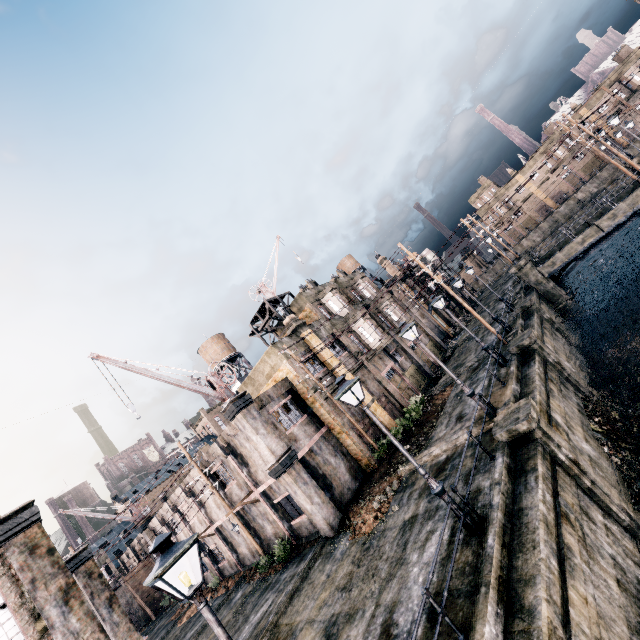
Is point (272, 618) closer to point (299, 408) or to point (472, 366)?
point (299, 408)

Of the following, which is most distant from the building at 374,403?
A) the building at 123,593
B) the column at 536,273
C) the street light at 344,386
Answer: the building at 123,593

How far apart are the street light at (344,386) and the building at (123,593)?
54.1m

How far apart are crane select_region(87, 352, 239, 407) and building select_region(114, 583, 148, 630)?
43.78m

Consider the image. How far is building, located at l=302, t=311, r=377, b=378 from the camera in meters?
23.9

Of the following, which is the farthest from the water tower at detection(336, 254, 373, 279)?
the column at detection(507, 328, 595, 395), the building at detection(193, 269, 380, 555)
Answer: the column at detection(507, 328, 595, 395)

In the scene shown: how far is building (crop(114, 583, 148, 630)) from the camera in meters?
42.4 m

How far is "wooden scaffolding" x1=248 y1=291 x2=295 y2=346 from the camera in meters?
28.2 m
